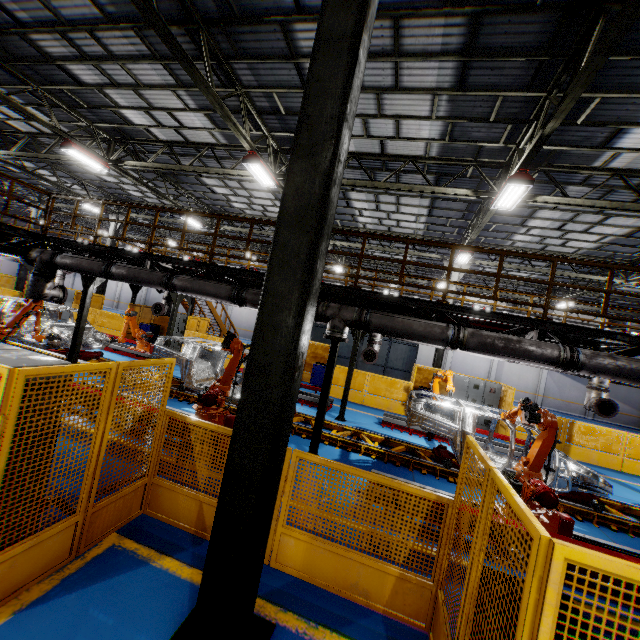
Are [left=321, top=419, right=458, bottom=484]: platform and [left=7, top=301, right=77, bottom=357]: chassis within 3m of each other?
yes

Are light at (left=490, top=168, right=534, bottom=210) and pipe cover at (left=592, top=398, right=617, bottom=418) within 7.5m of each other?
yes

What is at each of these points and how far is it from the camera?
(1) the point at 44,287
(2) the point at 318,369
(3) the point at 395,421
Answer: (1) vent pipe, 9.4m
(2) toolbox, 16.3m
(3) metal platform, 11.5m

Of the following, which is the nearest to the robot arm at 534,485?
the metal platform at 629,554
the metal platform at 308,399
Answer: the metal platform at 629,554

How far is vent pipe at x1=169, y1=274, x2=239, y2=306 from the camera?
7.8 meters

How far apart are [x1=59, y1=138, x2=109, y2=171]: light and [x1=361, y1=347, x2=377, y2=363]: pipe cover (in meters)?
12.67

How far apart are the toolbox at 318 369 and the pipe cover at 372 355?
5.2 meters

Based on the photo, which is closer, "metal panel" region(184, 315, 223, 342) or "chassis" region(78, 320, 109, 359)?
"chassis" region(78, 320, 109, 359)
